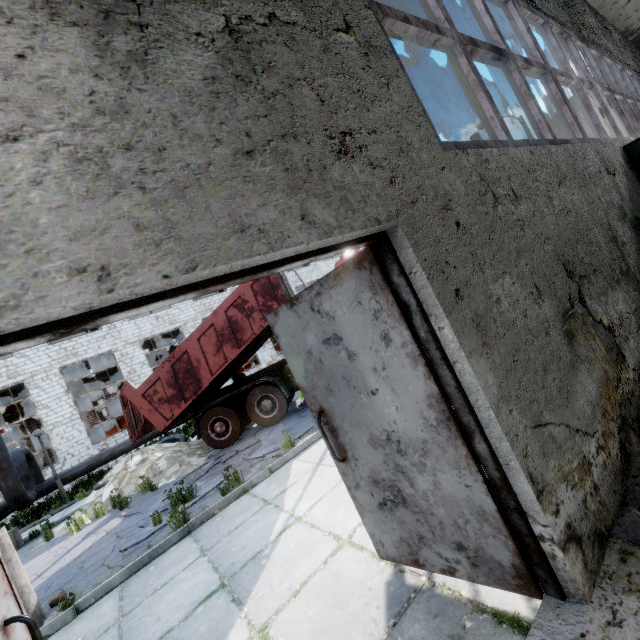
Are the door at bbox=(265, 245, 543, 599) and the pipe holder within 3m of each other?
no

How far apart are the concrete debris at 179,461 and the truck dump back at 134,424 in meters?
0.6 m

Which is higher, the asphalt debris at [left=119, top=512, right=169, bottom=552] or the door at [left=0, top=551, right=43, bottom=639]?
the door at [left=0, top=551, right=43, bottom=639]

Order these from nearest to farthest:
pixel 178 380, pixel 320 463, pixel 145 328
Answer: pixel 320 463
pixel 178 380
pixel 145 328

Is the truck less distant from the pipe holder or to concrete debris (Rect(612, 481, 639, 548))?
the pipe holder

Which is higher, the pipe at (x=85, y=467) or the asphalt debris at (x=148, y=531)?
the pipe at (x=85, y=467)

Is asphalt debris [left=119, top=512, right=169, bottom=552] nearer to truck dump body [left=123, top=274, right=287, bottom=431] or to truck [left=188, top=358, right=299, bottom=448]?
truck [left=188, top=358, right=299, bottom=448]

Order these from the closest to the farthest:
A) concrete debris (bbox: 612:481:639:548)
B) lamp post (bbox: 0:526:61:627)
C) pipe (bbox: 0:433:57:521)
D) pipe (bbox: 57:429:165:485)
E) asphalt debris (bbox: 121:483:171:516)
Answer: concrete debris (bbox: 612:481:639:548) < lamp post (bbox: 0:526:61:627) < asphalt debris (bbox: 121:483:171:516) < pipe (bbox: 0:433:57:521) < pipe (bbox: 57:429:165:485)
